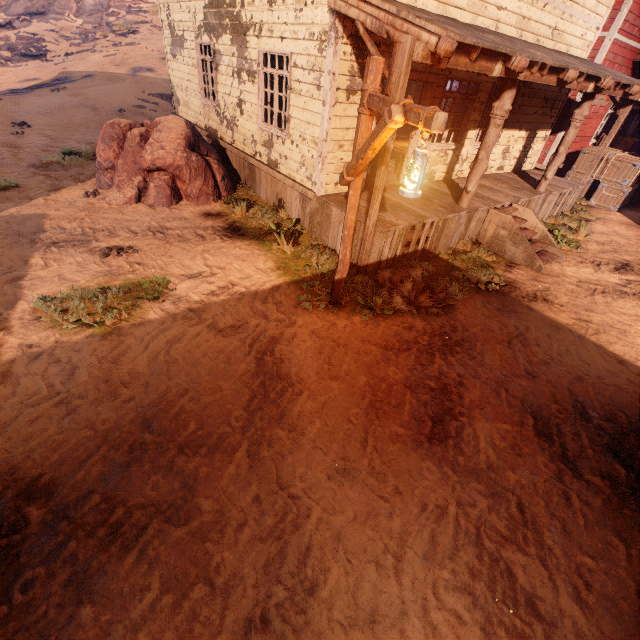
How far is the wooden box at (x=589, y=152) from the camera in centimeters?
1252cm

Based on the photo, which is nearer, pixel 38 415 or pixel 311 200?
pixel 38 415

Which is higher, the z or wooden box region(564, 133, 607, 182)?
wooden box region(564, 133, 607, 182)

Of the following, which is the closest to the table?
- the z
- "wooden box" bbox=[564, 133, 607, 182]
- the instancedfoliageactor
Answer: the z

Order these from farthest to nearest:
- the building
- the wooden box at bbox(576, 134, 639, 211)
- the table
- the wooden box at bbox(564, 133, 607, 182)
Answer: the table → the wooden box at bbox(564, 133, 607, 182) → the wooden box at bbox(576, 134, 639, 211) → the building

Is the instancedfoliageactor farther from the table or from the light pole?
the table

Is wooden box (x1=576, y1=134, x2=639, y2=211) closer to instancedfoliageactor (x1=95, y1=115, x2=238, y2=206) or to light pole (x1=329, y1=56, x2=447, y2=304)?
light pole (x1=329, y1=56, x2=447, y2=304)

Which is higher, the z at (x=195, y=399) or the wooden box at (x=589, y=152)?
the wooden box at (x=589, y=152)
